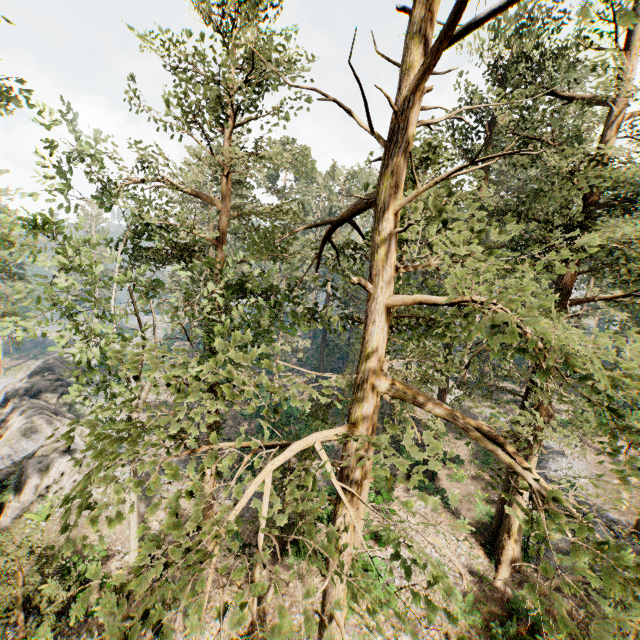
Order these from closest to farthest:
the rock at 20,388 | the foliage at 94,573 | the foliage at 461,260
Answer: the foliage at 94,573 → the foliage at 461,260 → the rock at 20,388

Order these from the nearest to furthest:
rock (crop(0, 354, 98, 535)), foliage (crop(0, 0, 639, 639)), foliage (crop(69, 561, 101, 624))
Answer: foliage (crop(69, 561, 101, 624)) → foliage (crop(0, 0, 639, 639)) → rock (crop(0, 354, 98, 535))

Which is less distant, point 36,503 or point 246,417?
point 36,503

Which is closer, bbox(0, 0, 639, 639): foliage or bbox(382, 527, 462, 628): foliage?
bbox(382, 527, 462, 628): foliage

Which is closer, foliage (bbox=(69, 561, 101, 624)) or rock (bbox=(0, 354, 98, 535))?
foliage (bbox=(69, 561, 101, 624))

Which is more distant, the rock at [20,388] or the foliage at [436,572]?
the rock at [20,388]

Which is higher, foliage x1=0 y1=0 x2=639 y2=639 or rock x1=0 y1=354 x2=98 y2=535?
foliage x1=0 y1=0 x2=639 y2=639
